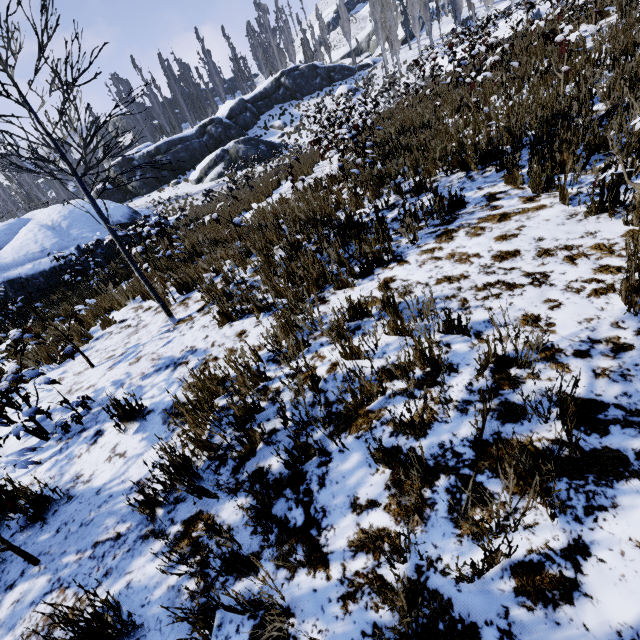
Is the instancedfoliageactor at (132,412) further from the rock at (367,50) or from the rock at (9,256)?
the rock at (367,50)

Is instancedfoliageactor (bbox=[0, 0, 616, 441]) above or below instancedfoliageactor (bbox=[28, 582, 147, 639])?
above

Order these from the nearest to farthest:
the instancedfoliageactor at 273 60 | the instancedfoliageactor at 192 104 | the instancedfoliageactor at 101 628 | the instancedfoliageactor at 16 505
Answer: the instancedfoliageactor at 101 628 → the instancedfoliageactor at 16 505 → the instancedfoliageactor at 192 104 → the instancedfoliageactor at 273 60

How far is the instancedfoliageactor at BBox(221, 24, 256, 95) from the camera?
42.9 meters

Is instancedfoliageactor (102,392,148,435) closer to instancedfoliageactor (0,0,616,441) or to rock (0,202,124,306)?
instancedfoliageactor (0,0,616,441)

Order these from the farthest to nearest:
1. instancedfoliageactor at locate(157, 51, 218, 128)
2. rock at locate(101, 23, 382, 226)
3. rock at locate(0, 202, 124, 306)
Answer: instancedfoliageactor at locate(157, 51, 218, 128)
rock at locate(101, 23, 382, 226)
rock at locate(0, 202, 124, 306)

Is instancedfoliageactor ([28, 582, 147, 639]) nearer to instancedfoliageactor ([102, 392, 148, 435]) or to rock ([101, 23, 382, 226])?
rock ([101, 23, 382, 226])

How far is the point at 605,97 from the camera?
4.1 meters
